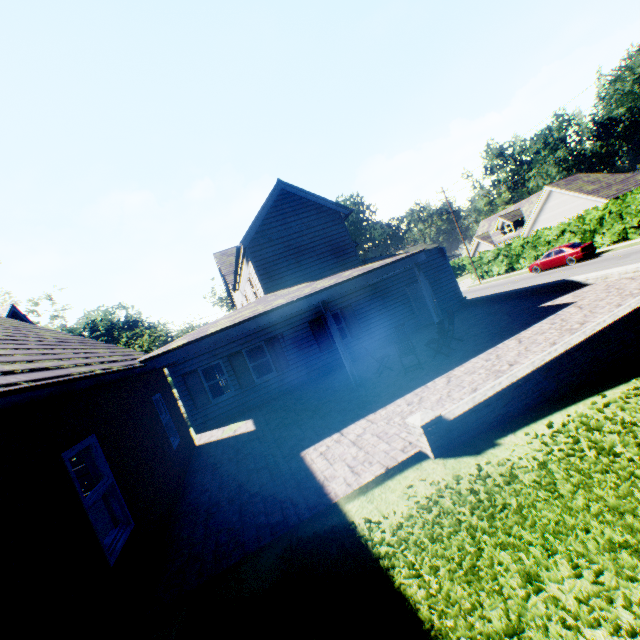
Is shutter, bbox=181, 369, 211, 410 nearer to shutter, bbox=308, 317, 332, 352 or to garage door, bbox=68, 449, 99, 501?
Answer: garage door, bbox=68, 449, 99, 501

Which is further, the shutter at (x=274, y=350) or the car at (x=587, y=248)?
the car at (x=587, y=248)

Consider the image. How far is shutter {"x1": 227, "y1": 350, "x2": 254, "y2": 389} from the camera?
14.20m

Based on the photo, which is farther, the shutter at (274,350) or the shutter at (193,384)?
the shutter at (274,350)

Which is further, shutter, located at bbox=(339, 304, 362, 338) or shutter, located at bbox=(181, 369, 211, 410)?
shutter, located at bbox=(339, 304, 362, 338)

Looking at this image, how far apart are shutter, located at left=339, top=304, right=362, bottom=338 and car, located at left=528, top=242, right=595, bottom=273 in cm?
2048

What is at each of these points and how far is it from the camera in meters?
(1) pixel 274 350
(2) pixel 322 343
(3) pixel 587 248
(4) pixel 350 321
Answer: (1) shutter, 14.8 m
(2) shutter, 15.4 m
(3) car, 24.7 m
(4) shutter, 15.9 m

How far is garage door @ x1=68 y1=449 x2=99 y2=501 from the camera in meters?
10.8 m
